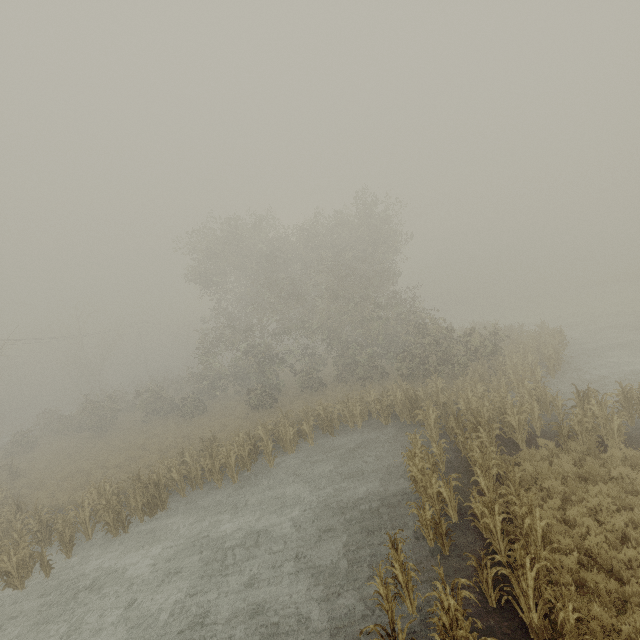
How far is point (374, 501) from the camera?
11.49m
